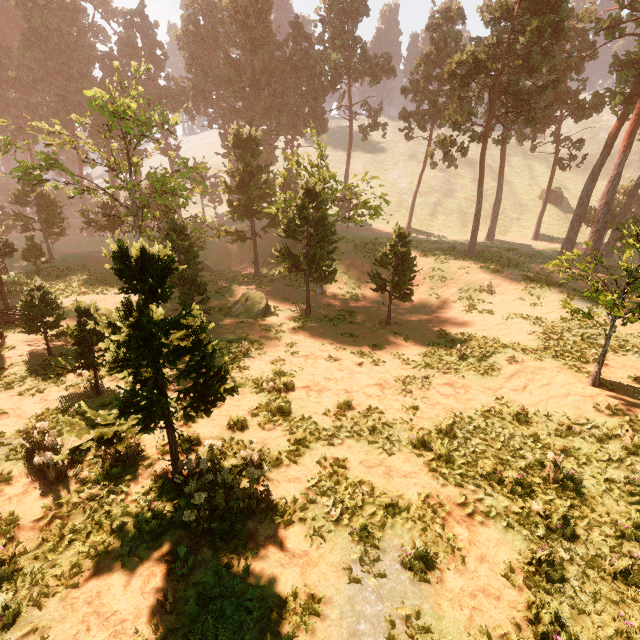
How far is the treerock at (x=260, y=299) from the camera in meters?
21.6

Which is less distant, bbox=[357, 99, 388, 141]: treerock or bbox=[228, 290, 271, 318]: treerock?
bbox=[228, 290, 271, 318]: treerock

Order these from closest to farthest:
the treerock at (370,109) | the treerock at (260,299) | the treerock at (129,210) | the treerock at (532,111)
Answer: the treerock at (129,210)
the treerock at (532,111)
the treerock at (260,299)
the treerock at (370,109)

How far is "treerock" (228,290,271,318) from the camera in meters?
21.6 m

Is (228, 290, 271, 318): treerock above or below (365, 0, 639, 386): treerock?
below

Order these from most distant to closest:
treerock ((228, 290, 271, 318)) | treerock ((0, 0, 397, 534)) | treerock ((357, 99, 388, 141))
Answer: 1. treerock ((357, 99, 388, 141))
2. treerock ((228, 290, 271, 318))
3. treerock ((0, 0, 397, 534))

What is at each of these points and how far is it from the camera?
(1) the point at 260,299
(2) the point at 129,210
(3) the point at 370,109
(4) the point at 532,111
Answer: (1) treerock, 22.66m
(2) treerock, 22.00m
(3) treerock, 41.81m
(4) treerock, 26.44m
